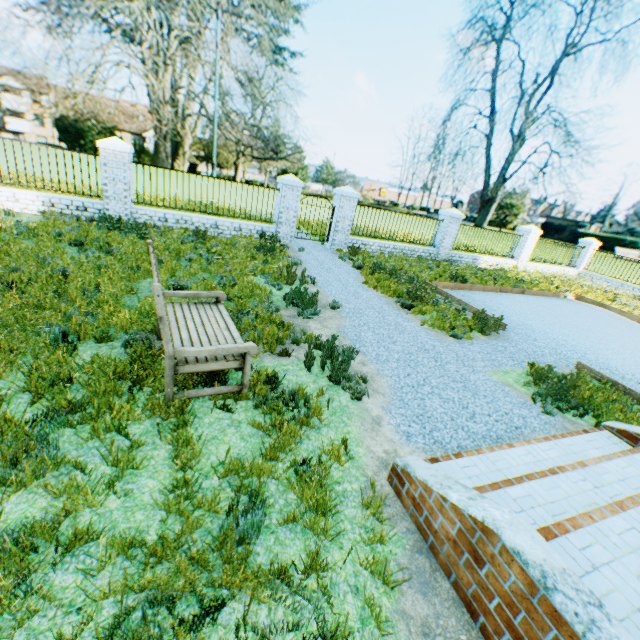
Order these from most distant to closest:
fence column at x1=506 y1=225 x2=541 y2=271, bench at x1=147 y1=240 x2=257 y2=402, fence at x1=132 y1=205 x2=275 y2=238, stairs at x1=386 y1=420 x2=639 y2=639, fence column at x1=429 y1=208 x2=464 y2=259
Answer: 1. fence column at x1=506 y1=225 x2=541 y2=271
2. fence column at x1=429 y1=208 x2=464 y2=259
3. fence at x1=132 y1=205 x2=275 y2=238
4. bench at x1=147 y1=240 x2=257 y2=402
5. stairs at x1=386 y1=420 x2=639 y2=639

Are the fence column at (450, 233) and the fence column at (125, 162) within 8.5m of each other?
no

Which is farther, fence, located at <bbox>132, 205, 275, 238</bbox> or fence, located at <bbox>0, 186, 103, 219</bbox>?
fence, located at <bbox>132, 205, 275, 238</bbox>

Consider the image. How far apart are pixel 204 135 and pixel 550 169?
63.5 meters

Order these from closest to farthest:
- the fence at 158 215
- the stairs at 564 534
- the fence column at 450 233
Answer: the stairs at 564 534 → the fence at 158 215 → the fence column at 450 233

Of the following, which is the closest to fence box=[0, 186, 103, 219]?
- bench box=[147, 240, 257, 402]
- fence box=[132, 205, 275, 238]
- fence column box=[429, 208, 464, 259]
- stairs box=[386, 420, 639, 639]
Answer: fence box=[132, 205, 275, 238]

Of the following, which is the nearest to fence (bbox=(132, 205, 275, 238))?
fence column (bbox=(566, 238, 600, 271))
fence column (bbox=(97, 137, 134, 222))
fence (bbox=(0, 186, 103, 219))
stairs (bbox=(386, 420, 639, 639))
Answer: fence column (bbox=(97, 137, 134, 222))

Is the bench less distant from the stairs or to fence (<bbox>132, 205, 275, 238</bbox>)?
the stairs
